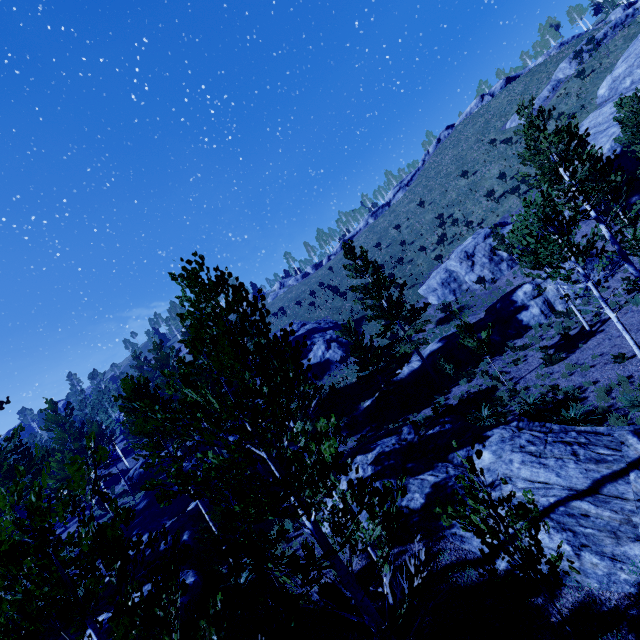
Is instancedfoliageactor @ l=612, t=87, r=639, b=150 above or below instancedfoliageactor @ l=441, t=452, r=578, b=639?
above

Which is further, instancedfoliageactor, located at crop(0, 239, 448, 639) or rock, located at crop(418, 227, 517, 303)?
rock, located at crop(418, 227, 517, 303)

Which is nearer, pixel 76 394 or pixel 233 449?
pixel 233 449

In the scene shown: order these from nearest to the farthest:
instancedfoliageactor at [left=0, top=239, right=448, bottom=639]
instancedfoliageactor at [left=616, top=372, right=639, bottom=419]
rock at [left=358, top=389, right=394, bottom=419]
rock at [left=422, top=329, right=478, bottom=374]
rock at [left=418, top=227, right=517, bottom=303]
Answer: instancedfoliageactor at [left=0, top=239, right=448, bottom=639]
instancedfoliageactor at [left=616, top=372, right=639, bottom=419]
rock at [left=422, top=329, right=478, bottom=374]
rock at [left=358, top=389, right=394, bottom=419]
rock at [left=418, top=227, right=517, bottom=303]

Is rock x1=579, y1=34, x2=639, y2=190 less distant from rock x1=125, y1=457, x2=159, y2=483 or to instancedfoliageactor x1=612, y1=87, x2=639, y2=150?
instancedfoliageactor x1=612, y1=87, x2=639, y2=150

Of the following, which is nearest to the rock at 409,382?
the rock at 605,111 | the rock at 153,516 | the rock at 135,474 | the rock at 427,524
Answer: the rock at 427,524

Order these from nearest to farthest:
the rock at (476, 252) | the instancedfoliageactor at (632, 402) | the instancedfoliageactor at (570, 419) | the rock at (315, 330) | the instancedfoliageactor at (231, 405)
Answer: the instancedfoliageactor at (231, 405), the instancedfoliageactor at (632, 402), the instancedfoliageactor at (570, 419), the rock at (476, 252), the rock at (315, 330)

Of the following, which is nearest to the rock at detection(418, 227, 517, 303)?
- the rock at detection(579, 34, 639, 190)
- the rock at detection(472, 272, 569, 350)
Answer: the rock at detection(579, 34, 639, 190)
